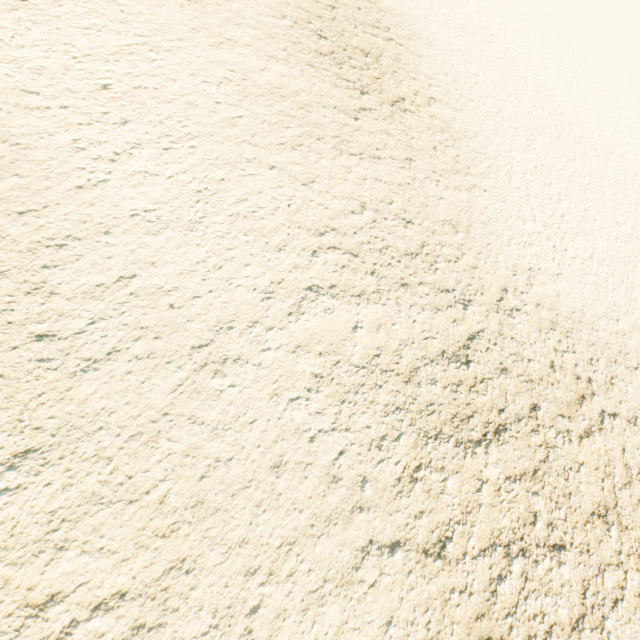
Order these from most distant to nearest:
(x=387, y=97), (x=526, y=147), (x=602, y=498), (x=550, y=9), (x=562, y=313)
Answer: (x=550, y=9) → (x=526, y=147) → (x=387, y=97) → (x=562, y=313) → (x=602, y=498)
